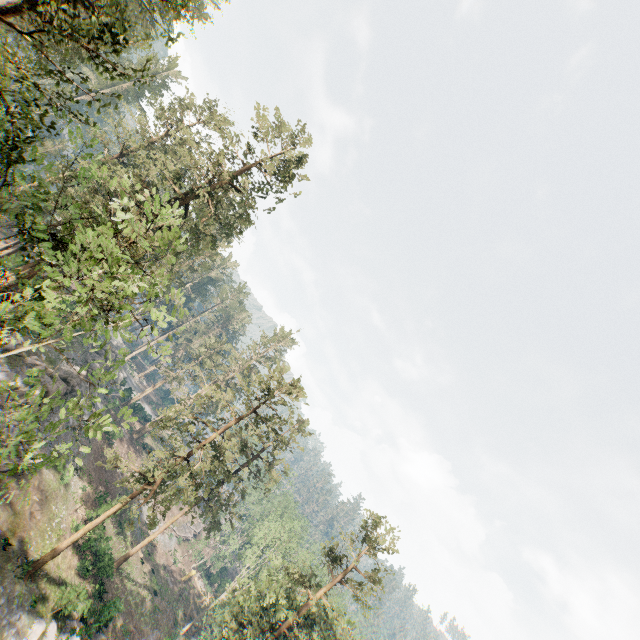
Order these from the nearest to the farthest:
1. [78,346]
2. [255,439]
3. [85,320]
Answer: [85,320] → [255,439] → [78,346]

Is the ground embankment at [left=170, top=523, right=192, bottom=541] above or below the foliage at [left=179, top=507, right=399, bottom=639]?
below

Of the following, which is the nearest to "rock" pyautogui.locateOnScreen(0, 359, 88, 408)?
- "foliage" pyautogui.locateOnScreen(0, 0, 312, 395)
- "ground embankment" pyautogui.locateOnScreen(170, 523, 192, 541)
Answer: "foliage" pyautogui.locateOnScreen(0, 0, 312, 395)

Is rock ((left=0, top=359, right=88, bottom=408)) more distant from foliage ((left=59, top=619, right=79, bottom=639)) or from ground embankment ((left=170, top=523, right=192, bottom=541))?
ground embankment ((left=170, top=523, right=192, bottom=541))

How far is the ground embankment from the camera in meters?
53.8

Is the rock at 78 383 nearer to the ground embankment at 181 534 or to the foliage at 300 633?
the foliage at 300 633

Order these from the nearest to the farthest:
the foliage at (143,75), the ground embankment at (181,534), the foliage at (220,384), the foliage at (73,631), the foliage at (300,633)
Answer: the foliage at (143,75) → the foliage at (220,384) → the foliage at (73,631) → the foliage at (300,633) → the ground embankment at (181,534)
